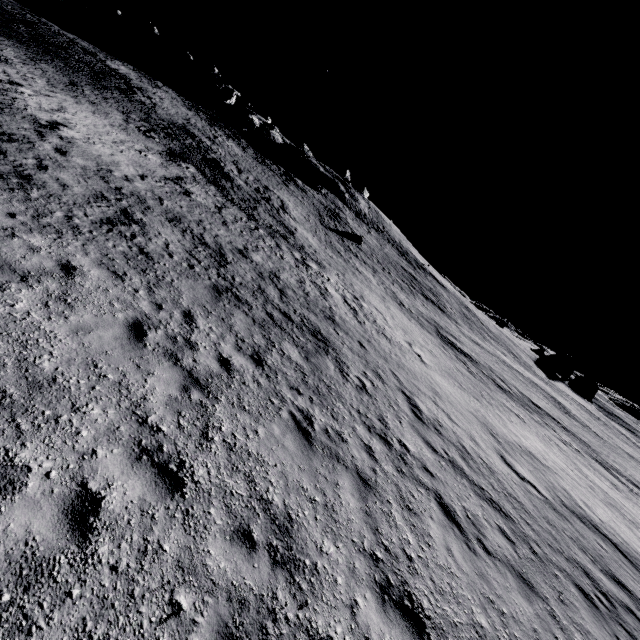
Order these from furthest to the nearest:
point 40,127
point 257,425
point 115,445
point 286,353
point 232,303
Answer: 1. point 40,127
2. point 232,303
3. point 286,353
4. point 257,425
5. point 115,445
